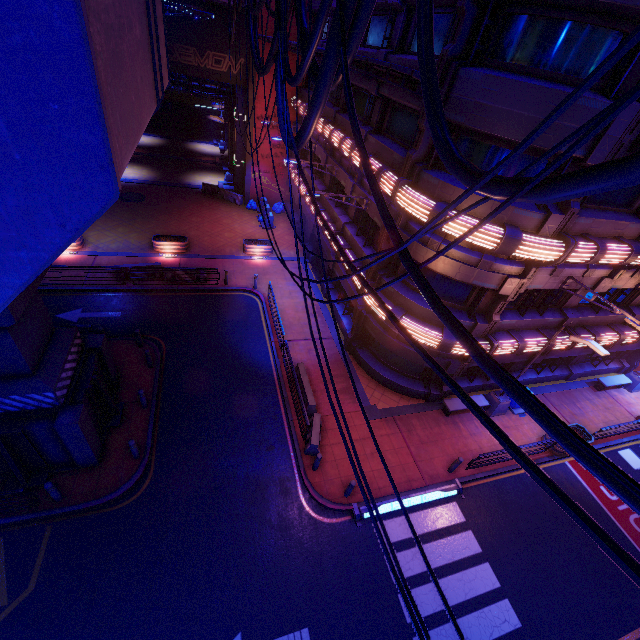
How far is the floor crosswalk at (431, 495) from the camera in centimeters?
1263cm

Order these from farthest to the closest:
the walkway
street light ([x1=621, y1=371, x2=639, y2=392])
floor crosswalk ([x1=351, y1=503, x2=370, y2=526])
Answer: street light ([x1=621, y1=371, x2=639, y2=392]) → floor crosswalk ([x1=351, y1=503, x2=370, y2=526]) → the walkway

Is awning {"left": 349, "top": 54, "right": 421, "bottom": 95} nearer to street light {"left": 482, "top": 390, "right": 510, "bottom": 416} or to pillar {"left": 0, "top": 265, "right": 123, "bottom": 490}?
pillar {"left": 0, "top": 265, "right": 123, "bottom": 490}

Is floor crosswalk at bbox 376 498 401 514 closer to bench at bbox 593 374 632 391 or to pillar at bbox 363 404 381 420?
pillar at bbox 363 404 381 420

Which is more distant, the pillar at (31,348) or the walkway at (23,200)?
the pillar at (31,348)

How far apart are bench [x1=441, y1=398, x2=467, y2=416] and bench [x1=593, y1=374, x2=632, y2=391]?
9.1m

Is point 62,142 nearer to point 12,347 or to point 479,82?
point 12,347

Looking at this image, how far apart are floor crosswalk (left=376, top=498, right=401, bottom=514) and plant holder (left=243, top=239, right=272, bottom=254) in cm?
1805
